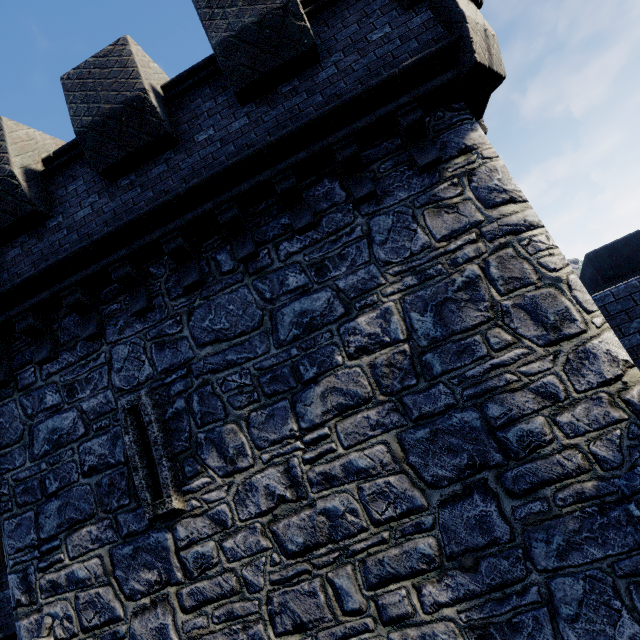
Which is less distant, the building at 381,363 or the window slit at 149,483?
the building at 381,363

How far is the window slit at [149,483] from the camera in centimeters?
467cm

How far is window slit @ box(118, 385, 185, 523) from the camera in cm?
467

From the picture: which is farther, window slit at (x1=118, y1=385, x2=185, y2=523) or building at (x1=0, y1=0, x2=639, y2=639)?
window slit at (x1=118, y1=385, x2=185, y2=523)

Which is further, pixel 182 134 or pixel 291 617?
pixel 182 134
